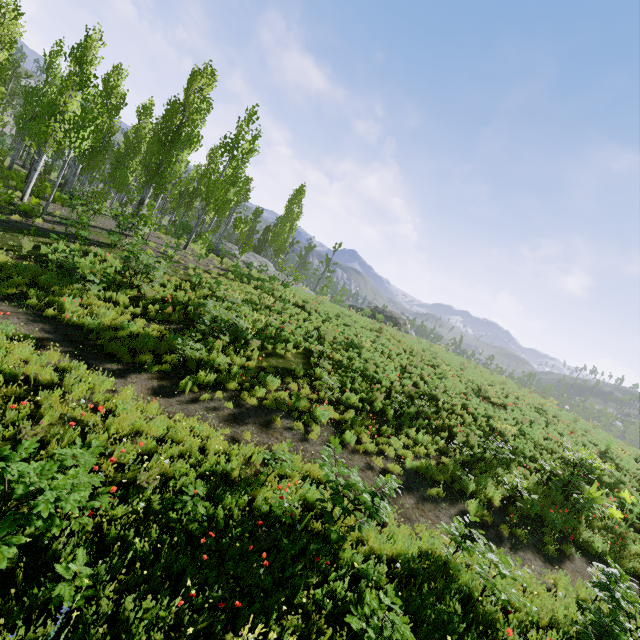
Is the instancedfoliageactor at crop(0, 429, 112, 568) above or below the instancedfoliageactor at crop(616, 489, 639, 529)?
below

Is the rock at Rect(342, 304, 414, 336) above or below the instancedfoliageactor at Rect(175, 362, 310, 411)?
above

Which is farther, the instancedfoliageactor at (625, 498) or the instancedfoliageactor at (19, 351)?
the instancedfoliageactor at (625, 498)

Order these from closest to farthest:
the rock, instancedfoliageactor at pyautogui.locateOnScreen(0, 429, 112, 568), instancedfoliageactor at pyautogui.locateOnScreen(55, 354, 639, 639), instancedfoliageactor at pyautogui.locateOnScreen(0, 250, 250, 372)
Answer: instancedfoliageactor at pyautogui.locateOnScreen(0, 429, 112, 568) → instancedfoliageactor at pyautogui.locateOnScreen(55, 354, 639, 639) → instancedfoliageactor at pyautogui.locateOnScreen(0, 250, 250, 372) → the rock

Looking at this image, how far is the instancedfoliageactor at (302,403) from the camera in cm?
941

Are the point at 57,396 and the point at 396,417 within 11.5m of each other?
yes

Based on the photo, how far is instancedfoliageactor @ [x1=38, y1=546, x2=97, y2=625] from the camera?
3.6m
